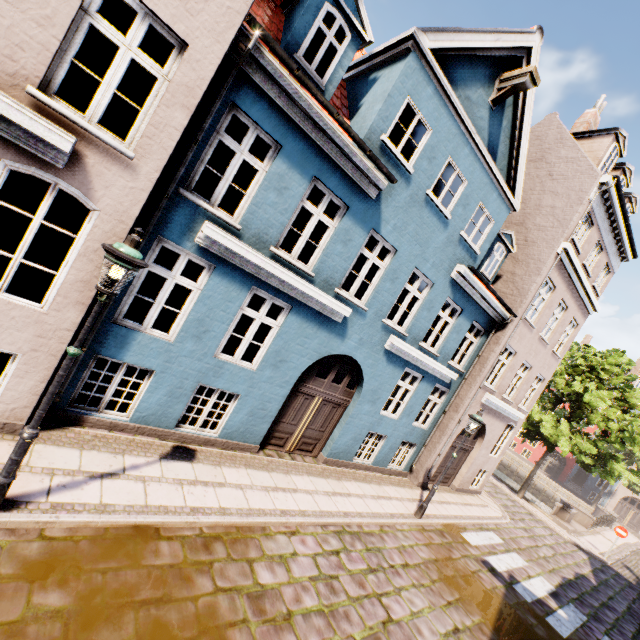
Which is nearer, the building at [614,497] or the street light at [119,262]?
the street light at [119,262]

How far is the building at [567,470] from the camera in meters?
38.4 m

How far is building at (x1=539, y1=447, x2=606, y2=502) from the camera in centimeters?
3841cm

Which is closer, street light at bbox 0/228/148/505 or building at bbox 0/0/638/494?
street light at bbox 0/228/148/505

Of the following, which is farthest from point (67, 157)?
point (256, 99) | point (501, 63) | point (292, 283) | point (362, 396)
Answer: point (501, 63)

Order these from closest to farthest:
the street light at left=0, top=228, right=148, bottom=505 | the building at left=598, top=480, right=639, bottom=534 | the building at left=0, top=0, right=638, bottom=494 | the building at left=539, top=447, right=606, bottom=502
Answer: the street light at left=0, top=228, right=148, bottom=505, the building at left=0, top=0, right=638, bottom=494, the building at left=598, top=480, right=639, bottom=534, the building at left=539, top=447, right=606, bottom=502

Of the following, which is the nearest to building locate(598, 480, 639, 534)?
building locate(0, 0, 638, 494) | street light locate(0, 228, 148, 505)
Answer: building locate(0, 0, 638, 494)

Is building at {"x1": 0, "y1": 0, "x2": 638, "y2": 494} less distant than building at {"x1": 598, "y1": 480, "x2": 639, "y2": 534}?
Yes
